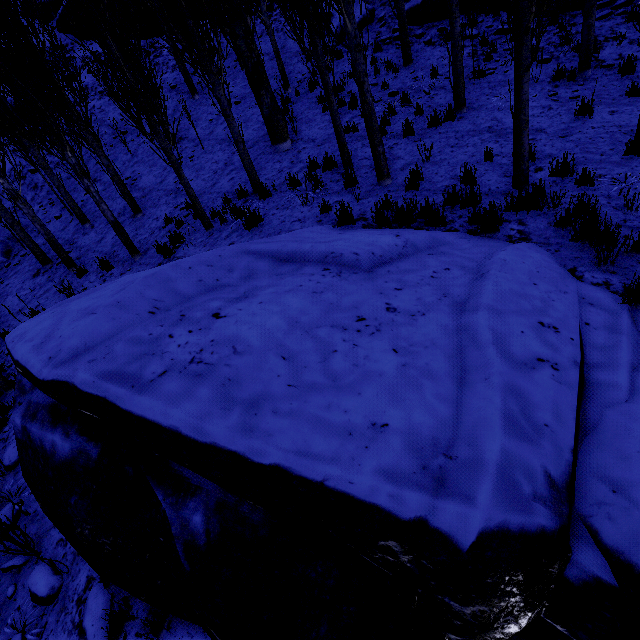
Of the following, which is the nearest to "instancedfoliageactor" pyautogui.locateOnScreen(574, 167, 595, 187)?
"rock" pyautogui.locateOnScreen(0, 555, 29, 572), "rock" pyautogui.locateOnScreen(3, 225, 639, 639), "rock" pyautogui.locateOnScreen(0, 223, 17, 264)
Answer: "rock" pyautogui.locateOnScreen(3, 225, 639, 639)

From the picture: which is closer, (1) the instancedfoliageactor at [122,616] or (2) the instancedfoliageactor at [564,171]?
(1) the instancedfoliageactor at [122,616]

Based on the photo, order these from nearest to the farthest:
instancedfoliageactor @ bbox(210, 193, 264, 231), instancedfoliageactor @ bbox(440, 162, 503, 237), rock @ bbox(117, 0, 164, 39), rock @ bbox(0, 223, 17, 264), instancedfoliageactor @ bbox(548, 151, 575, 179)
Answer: instancedfoliageactor @ bbox(440, 162, 503, 237)
instancedfoliageactor @ bbox(548, 151, 575, 179)
instancedfoliageactor @ bbox(210, 193, 264, 231)
rock @ bbox(0, 223, 17, 264)
rock @ bbox(117, 0, 164, 39)

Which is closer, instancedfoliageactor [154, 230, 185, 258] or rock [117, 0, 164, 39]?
instancedfoliageactor [154, 230, 185, 258]

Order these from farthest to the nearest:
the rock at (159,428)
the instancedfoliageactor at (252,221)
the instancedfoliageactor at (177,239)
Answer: the instancedfoliageactor at (177,239)
the instancedfoliageactor at (252,221)
the rock at (159,428)

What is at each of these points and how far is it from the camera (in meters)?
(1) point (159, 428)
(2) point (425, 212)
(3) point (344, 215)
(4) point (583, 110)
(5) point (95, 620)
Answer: (1) rock, 2.14
(2) instancedfoliageactor, 5.32
(3) instancedfoliageactor, 5.47
(4) instancedfoliageactor, 6.77
(5) rock, 3.38
